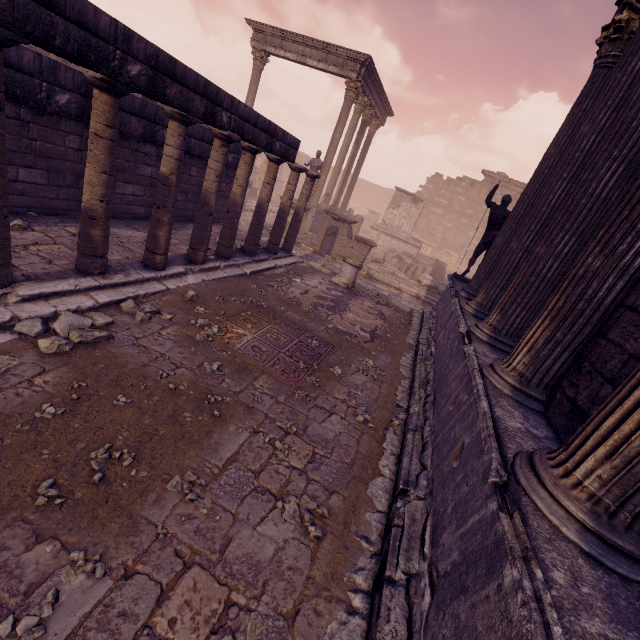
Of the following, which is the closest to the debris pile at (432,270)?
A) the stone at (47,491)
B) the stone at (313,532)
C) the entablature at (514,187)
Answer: the entablature at (514,187)

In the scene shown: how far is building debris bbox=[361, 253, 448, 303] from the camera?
13.9 meters

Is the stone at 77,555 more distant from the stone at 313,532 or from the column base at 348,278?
the column base at 348,278

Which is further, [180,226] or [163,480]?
[180,226]

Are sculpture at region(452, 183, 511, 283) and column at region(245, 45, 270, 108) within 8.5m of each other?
no

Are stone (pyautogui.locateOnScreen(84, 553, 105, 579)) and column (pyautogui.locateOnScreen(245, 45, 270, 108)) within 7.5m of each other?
no

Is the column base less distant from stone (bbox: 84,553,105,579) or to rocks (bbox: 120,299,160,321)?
rocks (bbox: 120,299,160,321)

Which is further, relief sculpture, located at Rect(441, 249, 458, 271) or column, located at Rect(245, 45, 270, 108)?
relief sculpture, located at Rect(441, 249, 458, 271)
